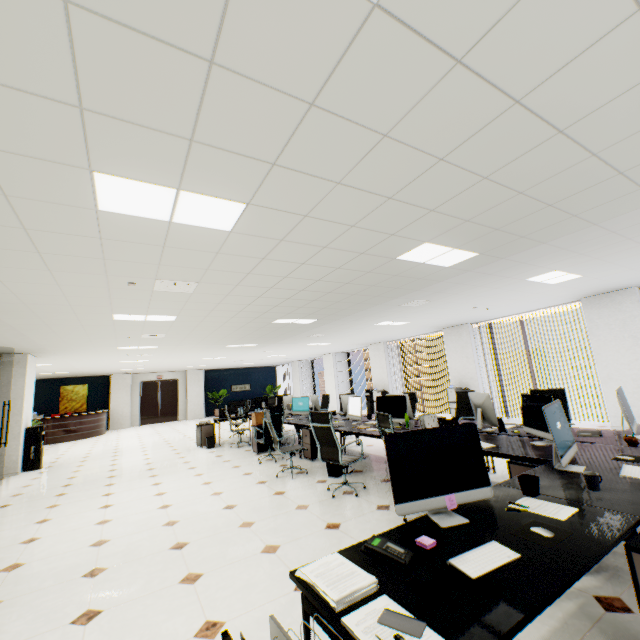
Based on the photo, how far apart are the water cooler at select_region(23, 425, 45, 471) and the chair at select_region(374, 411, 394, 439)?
9.4m

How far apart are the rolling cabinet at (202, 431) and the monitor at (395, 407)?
5.96m

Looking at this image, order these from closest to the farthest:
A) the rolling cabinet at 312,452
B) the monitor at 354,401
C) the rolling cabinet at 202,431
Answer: the monitor at 354,401, the rolling cabinet at 312,452, the rolling cabinet at 202,431

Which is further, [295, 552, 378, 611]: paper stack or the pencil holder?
the pencil holder

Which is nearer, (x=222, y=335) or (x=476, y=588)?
(x=476, y=588)

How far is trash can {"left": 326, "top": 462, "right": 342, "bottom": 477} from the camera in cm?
539

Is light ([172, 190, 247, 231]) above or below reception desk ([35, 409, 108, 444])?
above

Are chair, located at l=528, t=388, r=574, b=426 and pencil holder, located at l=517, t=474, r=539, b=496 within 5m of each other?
yes
